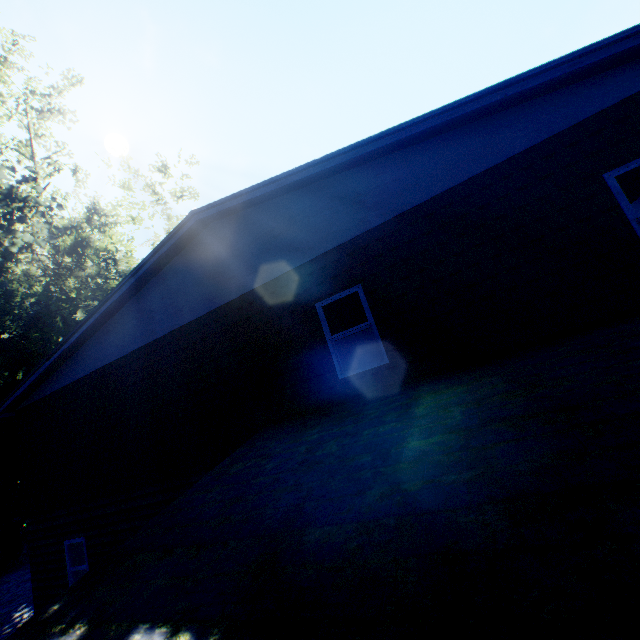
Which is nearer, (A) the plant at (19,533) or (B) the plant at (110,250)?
(B) the plant at (110,250)

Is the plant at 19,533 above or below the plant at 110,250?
below

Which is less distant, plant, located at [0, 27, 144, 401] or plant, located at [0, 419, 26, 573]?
plant, located at [0, 27, 144, 401]

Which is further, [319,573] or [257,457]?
[257,457]

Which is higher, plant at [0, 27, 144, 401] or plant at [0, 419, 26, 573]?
plant at [0, 27, 144, 401]
